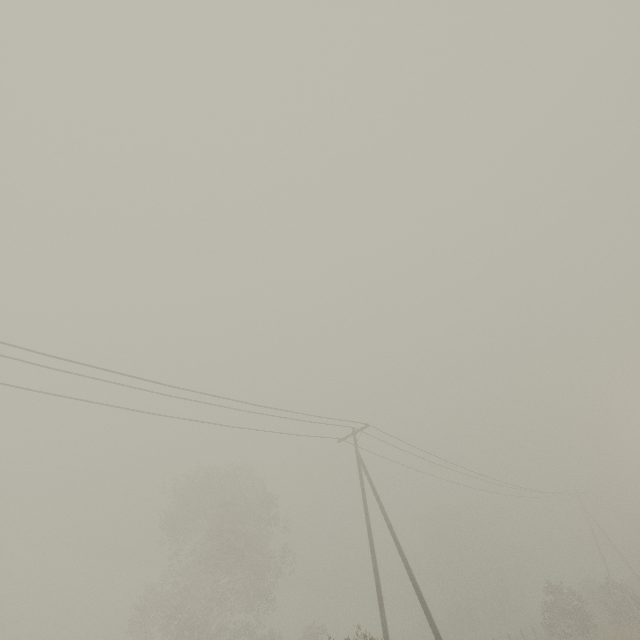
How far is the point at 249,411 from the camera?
15.9m
